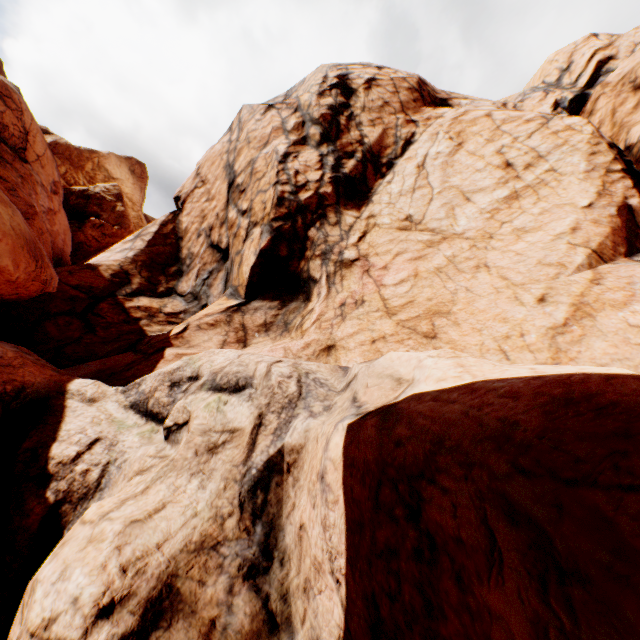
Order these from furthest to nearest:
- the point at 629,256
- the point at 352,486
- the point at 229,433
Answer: the point at 629,256 < the point at 229,433 < the point at 352,486
